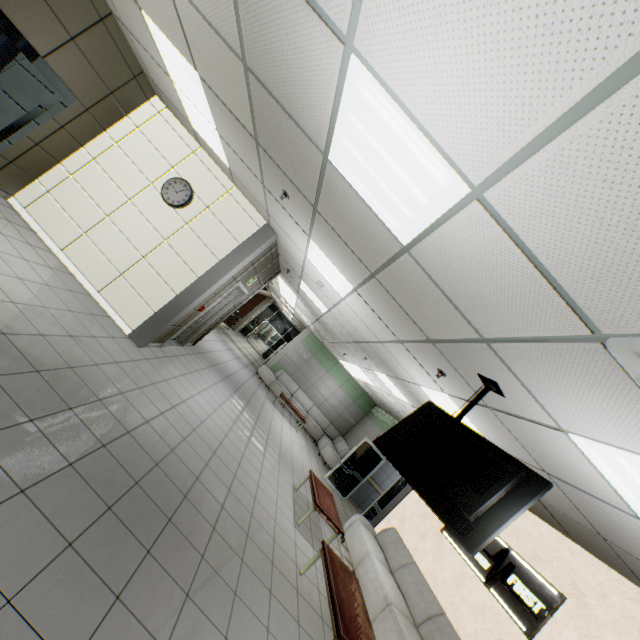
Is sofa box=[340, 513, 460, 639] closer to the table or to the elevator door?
the table

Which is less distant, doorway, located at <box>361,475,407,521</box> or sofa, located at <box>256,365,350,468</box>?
doorway, located at <box>361,475,407,521</box>

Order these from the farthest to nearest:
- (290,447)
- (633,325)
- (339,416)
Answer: (339,416) < (290,447) < (633,325)

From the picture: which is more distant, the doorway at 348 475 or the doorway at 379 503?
the doorway at 348 475

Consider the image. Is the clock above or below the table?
Result: above

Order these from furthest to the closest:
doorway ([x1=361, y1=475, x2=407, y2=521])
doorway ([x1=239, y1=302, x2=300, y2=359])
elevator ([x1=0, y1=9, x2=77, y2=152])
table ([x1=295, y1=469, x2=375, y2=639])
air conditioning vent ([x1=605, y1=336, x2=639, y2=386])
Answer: doorway ([x1=239, y1=302, x2=300, y2=359]), doorway ([x1=361, y1=475, x2=407, y2=521]), elevator ([x1=0, y1=9, x2=77, y2=152]), table ([x1=295, y1=469, x2=375, y2=639]), air conditioning vent ([x1=605, y1=336, x2=639, y2=386])

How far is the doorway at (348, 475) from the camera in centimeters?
1071cm

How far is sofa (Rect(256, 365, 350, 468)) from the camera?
12.9m
